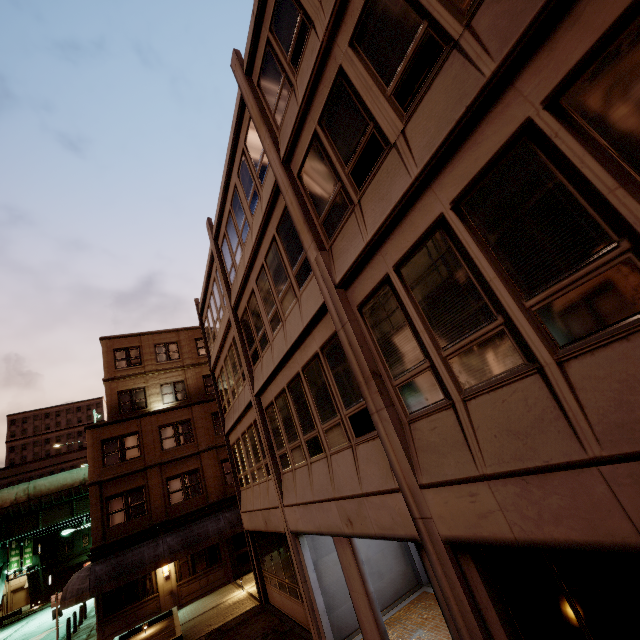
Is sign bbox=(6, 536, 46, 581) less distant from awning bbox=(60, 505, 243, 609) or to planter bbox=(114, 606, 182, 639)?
awning bbox=(60, 505, 243, 609)

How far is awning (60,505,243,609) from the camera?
16.61m

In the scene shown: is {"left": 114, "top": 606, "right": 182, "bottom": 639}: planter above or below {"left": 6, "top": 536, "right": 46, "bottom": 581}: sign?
below

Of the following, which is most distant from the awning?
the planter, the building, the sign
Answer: the building

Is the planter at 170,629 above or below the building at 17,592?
below

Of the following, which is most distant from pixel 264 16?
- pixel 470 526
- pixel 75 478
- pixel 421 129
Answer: pixel 75 478

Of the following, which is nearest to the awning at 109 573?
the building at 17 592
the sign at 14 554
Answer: the sign at 14 554

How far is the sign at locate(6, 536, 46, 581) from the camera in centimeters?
3972cm
